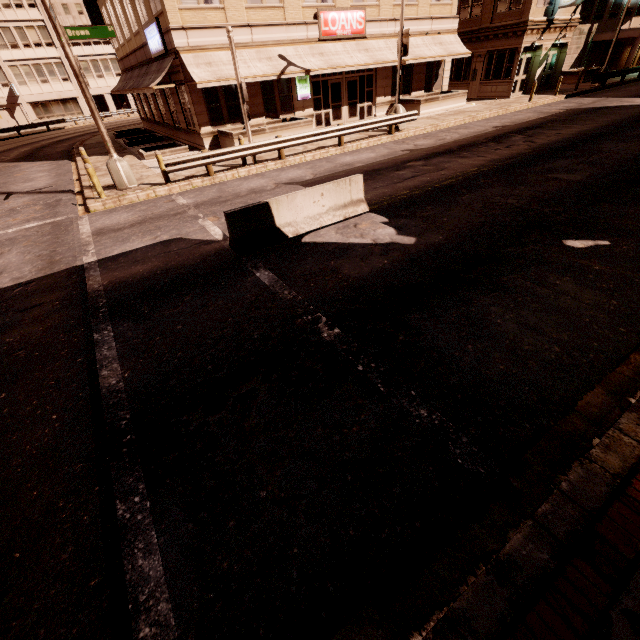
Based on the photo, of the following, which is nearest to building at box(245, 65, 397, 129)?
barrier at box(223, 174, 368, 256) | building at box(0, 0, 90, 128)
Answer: barrier at box(223, 174, 368, 256)

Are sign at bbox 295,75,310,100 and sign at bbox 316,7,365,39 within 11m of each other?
yes

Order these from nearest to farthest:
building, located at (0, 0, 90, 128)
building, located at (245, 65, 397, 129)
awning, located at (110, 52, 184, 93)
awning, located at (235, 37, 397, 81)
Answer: awning, located at (110, 52, 184, 93) < awning, located at (235, 37, 397, 81) < building, located at (245, 65, 397, 129) < building, located at (0, 0, 90, 128)

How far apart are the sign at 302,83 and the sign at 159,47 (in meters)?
7.04

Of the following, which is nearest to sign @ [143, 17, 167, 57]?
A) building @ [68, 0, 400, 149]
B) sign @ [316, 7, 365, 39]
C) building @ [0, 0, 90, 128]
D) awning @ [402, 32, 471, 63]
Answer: building @ [68, 0, 400, 149]

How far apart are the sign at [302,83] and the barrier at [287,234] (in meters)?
15.13

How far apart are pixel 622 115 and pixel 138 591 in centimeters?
2682cm

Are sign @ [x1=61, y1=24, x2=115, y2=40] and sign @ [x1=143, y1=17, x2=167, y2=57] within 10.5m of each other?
yes
